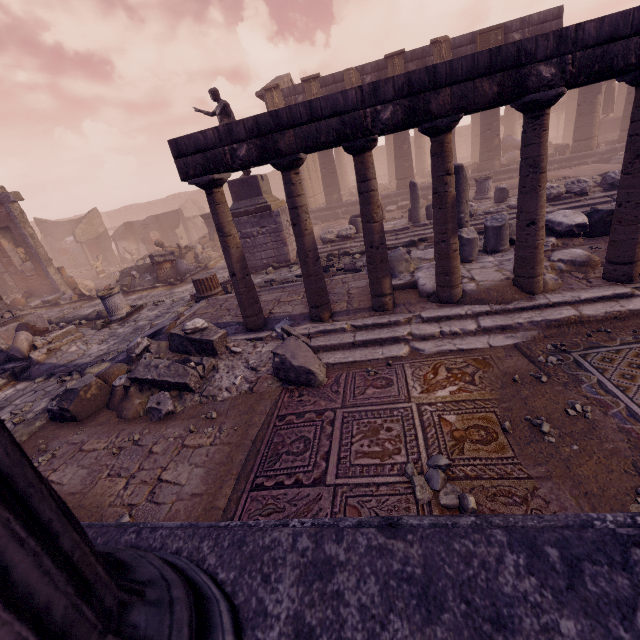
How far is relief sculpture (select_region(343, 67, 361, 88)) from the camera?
16.7 meters

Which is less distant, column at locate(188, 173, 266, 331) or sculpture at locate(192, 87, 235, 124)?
column at locate(188, 173, 266, 331)

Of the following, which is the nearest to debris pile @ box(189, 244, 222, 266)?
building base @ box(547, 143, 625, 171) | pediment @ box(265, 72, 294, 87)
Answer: building base @ box(547, 143, 625, 171)

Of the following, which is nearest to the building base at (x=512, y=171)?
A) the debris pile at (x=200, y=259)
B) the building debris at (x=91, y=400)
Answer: the debris pile at (x=200, y=259)

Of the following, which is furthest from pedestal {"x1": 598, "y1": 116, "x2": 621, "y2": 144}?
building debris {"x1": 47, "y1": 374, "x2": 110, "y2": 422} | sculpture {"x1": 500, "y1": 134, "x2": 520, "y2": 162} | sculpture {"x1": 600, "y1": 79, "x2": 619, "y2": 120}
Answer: building debris {"x1": 47, "y1": 374, "x2": 110, "y2": 422}

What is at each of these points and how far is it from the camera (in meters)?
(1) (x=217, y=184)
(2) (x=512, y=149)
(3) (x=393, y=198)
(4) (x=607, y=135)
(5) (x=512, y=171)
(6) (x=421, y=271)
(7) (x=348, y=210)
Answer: (1) column, 4.71
(2) sculpture, 21.22
(3) building base, 19.09
(4) pedestal, 20.11
(5) building base, 17.64
(6) building debris, 6.16
(7) building base, 19.44

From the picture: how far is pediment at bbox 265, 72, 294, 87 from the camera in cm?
1920

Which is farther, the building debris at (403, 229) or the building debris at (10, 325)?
the building debris at (403, 229)
